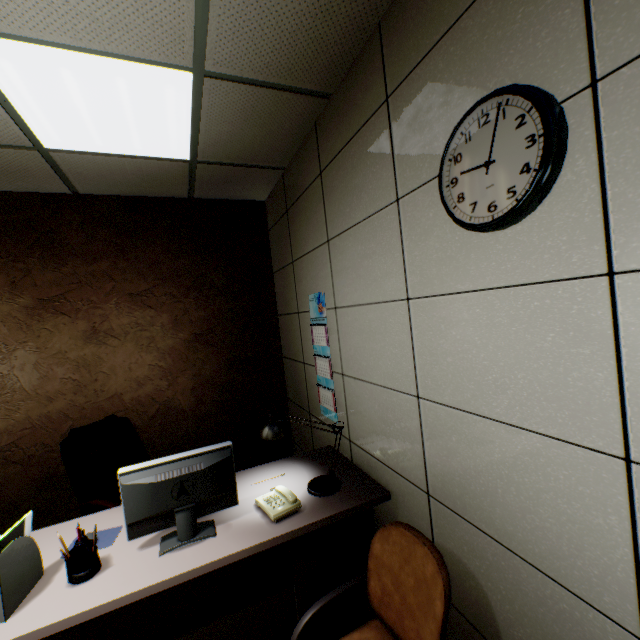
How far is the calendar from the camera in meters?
2.5

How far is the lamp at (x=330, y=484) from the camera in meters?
1.9 m

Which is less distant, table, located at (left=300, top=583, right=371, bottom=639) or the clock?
the clock

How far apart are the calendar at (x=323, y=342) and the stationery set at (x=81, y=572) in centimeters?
158cm

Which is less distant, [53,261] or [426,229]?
[426,229]

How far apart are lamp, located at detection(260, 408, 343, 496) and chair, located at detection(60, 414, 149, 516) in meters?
1.6 m

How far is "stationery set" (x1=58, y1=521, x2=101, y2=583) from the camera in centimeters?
138cm

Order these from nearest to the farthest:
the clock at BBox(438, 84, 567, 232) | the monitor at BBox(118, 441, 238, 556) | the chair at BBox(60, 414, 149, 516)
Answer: the clock at BBox(438, 84, 567, 232), the monitor at BBox(118, 441, 238, 556), the chair at BBox(60, 414, 149, 516)
